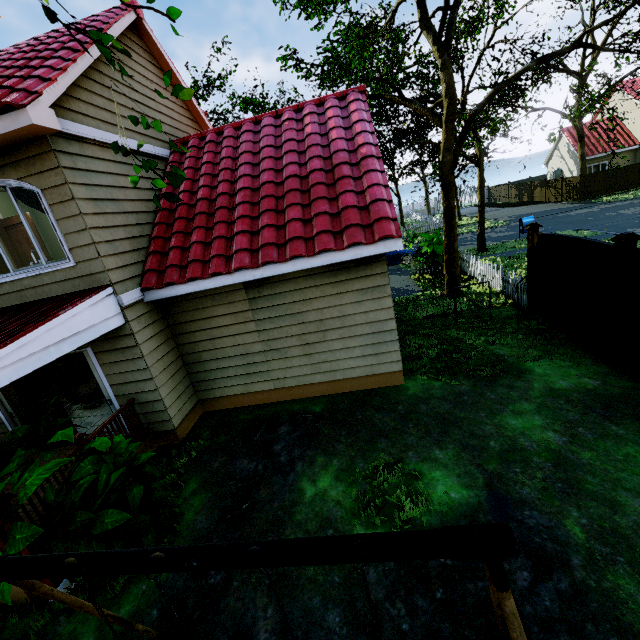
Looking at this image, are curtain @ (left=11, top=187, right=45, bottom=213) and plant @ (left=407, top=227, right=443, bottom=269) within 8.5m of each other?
no

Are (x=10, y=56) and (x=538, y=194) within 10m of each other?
no

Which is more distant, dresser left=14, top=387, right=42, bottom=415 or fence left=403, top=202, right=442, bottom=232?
fence left=403, top=202, right=442, bottom=232

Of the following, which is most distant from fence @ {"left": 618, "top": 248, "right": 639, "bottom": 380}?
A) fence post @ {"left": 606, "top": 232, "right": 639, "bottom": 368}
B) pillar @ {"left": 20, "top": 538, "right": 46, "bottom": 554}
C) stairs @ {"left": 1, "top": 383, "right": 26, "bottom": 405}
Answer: pillar @ {"left": 20, "top": 538, "right": 46, "bottom": 554}

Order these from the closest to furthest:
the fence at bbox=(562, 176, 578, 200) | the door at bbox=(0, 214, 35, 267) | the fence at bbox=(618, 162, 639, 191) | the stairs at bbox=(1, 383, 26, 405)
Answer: the door at bbox=(0, 214, 35, 267), the stairs at bbox=(1, 383, 26, 405), the fence at bbox=(618, 162, 639, 191), the fence at bbox=(562, 176, 578, 200)

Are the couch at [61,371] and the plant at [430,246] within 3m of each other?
no

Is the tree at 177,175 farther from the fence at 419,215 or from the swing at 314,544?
the swing at 314,544

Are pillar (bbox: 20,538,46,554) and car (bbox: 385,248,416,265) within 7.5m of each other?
no
